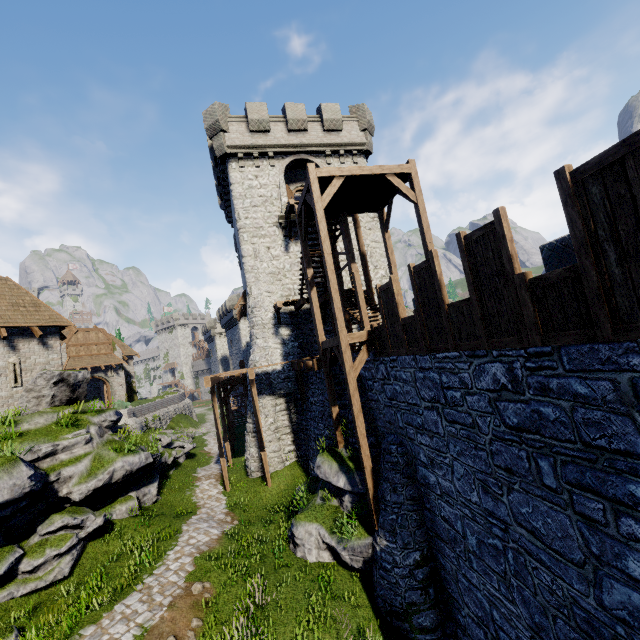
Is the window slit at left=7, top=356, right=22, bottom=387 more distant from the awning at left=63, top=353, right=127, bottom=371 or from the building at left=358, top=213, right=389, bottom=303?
the awning at left=63, top=353, right=127, bottom=371

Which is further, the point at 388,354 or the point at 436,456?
the point at 388,354

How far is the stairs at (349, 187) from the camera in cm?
1051

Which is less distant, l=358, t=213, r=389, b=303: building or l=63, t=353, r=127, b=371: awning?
l=358, t=213, r=389, b=303: building

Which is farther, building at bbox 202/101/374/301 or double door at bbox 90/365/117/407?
double door at bbox 90/365/117/407

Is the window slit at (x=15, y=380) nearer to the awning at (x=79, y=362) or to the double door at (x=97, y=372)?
the awning at (x=79, y=362)

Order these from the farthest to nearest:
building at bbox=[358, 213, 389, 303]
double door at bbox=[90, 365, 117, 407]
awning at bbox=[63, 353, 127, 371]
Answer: double door at bbox=[90, 365, 117, 407], awning at bbox=[63, 353, 127, 371], building at bbox=[358, 213, 389, 303]

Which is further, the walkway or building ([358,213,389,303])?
building ([358,213,389,303])
